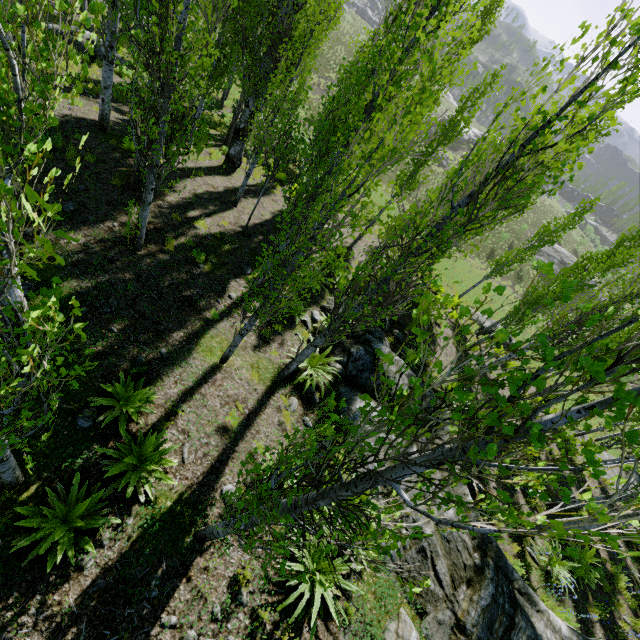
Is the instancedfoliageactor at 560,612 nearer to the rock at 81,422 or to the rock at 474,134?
the rock at 81,422

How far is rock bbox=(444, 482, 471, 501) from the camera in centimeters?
751cm

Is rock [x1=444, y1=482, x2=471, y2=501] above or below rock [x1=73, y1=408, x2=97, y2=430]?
above

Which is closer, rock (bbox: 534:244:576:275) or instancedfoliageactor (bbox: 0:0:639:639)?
instancedfoliageactor (bbox: 0:0:639:639)

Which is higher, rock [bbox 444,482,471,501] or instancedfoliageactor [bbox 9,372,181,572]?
rock [bbox 444,482,471,501]

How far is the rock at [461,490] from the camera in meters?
7.5 m

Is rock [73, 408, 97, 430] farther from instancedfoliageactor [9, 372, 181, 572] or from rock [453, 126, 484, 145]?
rock [453, 126, 484, 145]

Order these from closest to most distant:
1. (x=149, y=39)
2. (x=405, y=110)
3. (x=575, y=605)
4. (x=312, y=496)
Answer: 1. (x=312, y=496)
2. (x=405, y=110)
3. (x=149, y=39)
4. (x=575, y=605)
